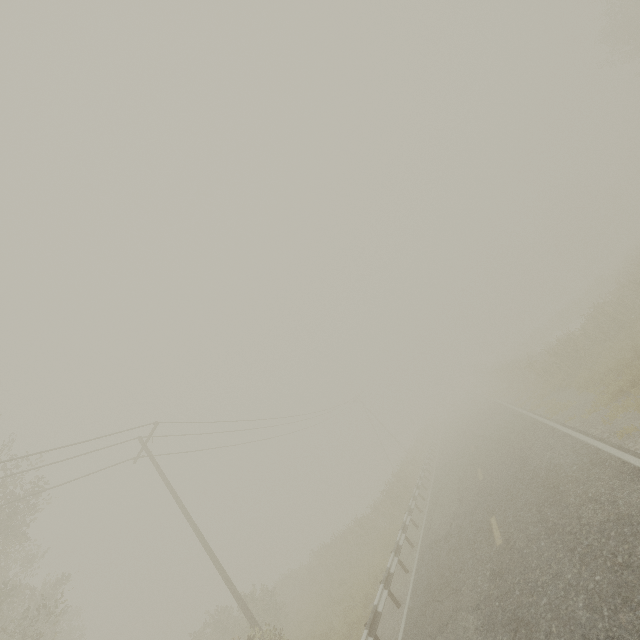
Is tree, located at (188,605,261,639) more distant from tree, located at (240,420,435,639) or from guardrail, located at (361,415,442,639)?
guardrail, located at (361,415,442,639)

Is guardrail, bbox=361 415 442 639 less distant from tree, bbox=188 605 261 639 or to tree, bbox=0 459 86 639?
tree, bbox=0 459 86 639

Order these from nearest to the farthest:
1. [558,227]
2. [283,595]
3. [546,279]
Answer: [283,595], [558,227], [546,279]

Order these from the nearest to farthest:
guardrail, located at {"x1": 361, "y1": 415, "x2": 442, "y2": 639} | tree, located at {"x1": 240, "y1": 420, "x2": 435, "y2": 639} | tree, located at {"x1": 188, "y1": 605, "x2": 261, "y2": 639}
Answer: guardrail, located at {"x1": 361, "y1": 415, "x2": 442, "y2": 639}
tree, located at {"x1": 188, "y1": 605, "x2": 261, "y2": 639}
tree, located at {"x1": 240, "y1": 420, "x2": 435, "y2": 639}

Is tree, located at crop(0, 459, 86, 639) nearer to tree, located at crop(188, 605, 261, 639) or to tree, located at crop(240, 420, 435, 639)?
tree, located at crop(188, 605, 261, 639)

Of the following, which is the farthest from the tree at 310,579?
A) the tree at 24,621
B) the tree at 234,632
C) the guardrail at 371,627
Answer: the tree at 24,621

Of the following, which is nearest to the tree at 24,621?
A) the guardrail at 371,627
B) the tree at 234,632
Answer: the tree at 234,632

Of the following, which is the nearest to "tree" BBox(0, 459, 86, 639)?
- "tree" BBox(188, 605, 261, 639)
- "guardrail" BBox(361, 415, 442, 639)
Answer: "tree" BBox(188, 605, 261, 639)
